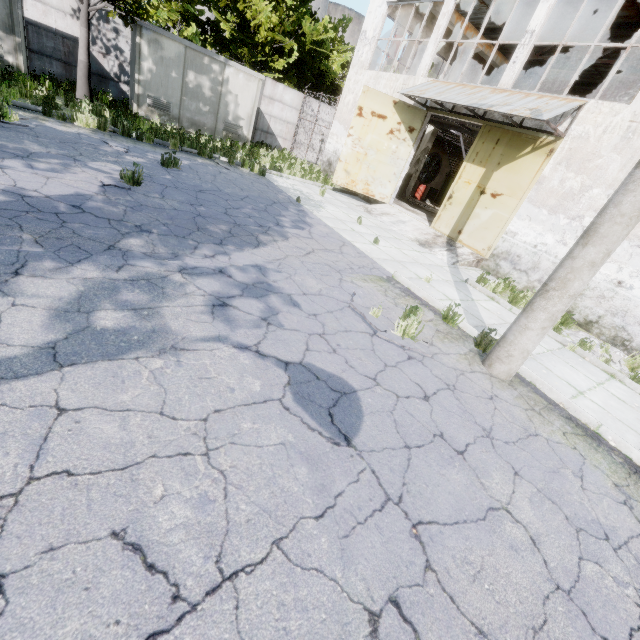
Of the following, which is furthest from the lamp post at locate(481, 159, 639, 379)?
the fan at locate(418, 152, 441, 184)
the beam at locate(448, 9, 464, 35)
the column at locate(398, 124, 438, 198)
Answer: the fan at locate(418, 152, 441, 184)

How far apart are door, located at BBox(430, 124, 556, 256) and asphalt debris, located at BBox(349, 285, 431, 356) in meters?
6.6

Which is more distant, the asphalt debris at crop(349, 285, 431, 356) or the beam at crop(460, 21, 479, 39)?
the beam at crop(460, 21, 479, 39)

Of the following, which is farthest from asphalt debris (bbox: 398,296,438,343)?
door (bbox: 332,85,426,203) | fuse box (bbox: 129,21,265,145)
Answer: fuse box (bbox: 129,21,265,145)

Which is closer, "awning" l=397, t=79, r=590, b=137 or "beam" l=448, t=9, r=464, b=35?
"awning" l=397, t=79, r=590, b=137

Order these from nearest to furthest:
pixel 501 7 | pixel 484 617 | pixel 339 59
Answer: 1. pixel 484 617
2. pixel 501 7
3. pixel 339 59

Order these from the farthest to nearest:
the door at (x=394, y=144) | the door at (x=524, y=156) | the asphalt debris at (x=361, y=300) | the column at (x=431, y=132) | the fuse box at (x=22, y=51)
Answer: the column at (x=431, y=132) < the door at (x=394, y=144) < the fuse box at (x=22, y=51) < the door at (x=524, y=156) < the asphalt debris at (x=361, y=300)

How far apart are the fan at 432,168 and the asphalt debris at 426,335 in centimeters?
1995cm
